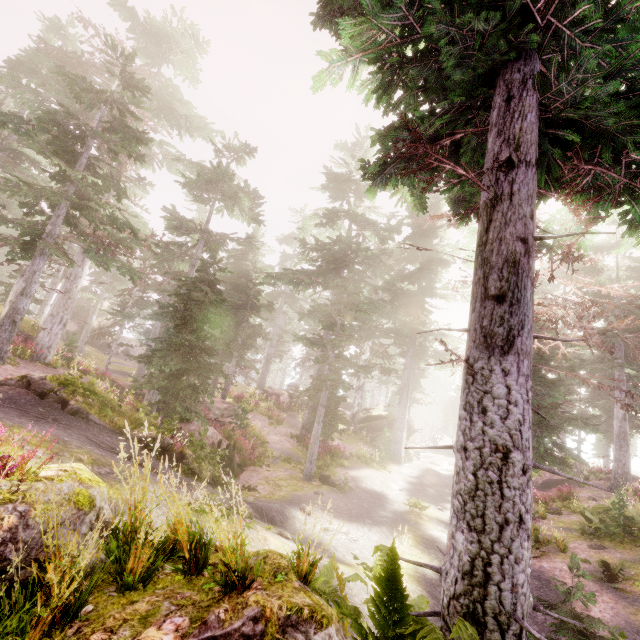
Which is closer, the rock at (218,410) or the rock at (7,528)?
the rock at (7,528)

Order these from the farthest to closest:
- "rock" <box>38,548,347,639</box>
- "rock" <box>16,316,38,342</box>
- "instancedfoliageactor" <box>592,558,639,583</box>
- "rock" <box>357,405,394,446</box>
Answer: "rock" <box>357,405,394,446</box>
"rock" <box>16,316,38,342</box>
"instancedfoliageactor" <box>592,558,639,583</box>
"rock" <box>38,548,347,639</box>

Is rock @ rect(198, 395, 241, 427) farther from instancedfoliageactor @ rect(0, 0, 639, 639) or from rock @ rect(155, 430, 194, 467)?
rock @ rect(155, 430, 194, 467)

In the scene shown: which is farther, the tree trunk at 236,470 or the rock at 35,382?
the tree trunk at 236,470

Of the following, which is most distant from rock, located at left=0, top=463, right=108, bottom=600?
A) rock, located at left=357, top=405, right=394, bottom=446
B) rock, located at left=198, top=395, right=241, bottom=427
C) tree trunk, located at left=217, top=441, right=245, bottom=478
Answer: rock, located at left=357, top=405, right=394, bottom=446

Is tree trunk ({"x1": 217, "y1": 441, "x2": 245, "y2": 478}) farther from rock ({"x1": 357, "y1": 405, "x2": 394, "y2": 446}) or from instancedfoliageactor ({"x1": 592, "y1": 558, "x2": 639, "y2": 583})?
rock ({"x1": 357, "y1": 405, "x2": 394, "y2": 446})

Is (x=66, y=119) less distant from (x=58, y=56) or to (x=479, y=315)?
(x=58, y=56)

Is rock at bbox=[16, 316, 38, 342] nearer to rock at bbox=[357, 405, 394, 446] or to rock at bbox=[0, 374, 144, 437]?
rock at bbox=[0, 374, 144, 437]
